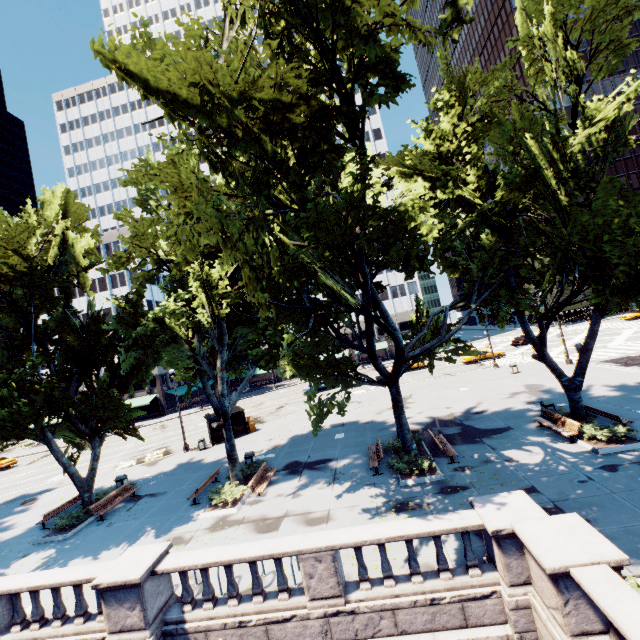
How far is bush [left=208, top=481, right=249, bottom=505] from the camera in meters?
15.9

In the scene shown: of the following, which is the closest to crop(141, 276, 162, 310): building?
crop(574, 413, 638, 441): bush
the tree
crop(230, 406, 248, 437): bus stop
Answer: the tree

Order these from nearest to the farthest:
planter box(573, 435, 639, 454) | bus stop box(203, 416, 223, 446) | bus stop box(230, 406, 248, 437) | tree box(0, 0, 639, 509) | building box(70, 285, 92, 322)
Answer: tree box(0, 0, 639, 509)
planter box(573, 435, 639, 454)
bus stop box(203, 416, 223, 446)
bus stop box(230, 406, 248, 437)
building box(70, 285, 92, 322)

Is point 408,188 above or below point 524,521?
above

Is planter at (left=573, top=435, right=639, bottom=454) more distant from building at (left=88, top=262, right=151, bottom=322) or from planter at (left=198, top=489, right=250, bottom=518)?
building at (left=88, top=262, right=151, bottom=322)

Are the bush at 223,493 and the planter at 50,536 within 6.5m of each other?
no

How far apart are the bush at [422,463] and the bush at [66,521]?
16.4 meters

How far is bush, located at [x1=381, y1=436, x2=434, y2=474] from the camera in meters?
14.9 m
